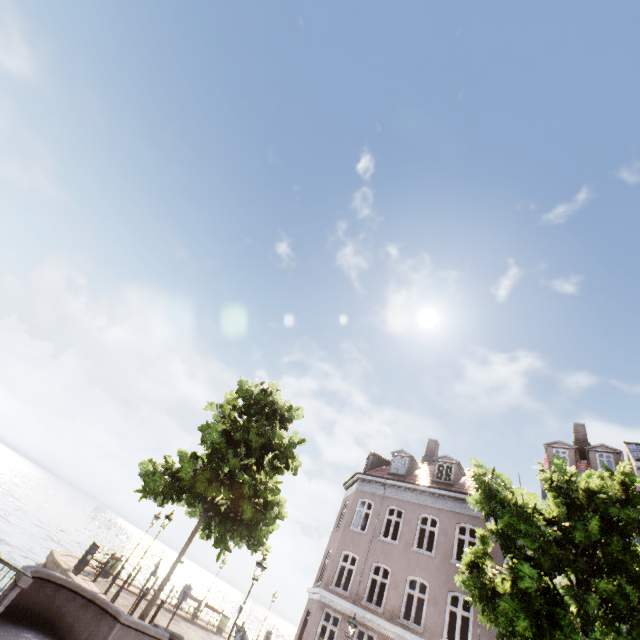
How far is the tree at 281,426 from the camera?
12.8m

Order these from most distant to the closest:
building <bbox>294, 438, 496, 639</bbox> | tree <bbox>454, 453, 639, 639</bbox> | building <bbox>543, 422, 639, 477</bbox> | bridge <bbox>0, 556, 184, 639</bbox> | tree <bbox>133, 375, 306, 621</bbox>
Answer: building <bbox>543, 422, 639, 477</bbox>
building <bbox>294, 438, 496, 639</bbox>
tree <bbox>133, 375, 306, 621</bbox>
bridge <bbox>0, 556, 184, 639</bbox>
tree <bbox>454, 453, 639, 639</bbox>

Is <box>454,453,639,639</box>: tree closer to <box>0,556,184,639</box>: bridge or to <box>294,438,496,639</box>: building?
<box>0,556,184,639</box>: bridge

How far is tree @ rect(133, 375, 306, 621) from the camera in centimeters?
1280cm

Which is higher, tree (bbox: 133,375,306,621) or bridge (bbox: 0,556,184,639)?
tree (bbox: 133,375,306,621)

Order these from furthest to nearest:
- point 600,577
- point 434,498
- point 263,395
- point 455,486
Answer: point 455,486, point 434,498, point 263,395, point 600,577

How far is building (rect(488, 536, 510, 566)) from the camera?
15.2m

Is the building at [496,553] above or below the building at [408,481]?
above
